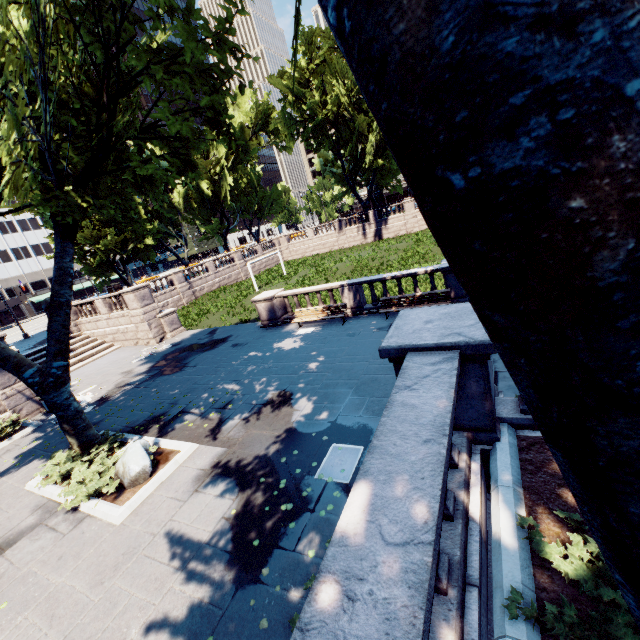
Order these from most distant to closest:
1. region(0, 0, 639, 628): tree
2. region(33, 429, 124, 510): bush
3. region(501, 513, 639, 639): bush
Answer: region(33, 429, 124, 510): bush → region(501, 513, 639, 639): bush → region(0, 0, 639, 628): tree

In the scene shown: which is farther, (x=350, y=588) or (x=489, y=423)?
(x=489, y=423)

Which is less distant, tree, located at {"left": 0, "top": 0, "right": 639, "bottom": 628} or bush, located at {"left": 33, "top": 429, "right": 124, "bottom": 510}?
tree, located at {"left": 0, "top": 0, "right": 639, "bottom": 628}

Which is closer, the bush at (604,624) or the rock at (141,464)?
the bush at (604,624)

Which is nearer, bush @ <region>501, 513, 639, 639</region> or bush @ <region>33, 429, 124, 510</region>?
bush @ <region>501, 513, 639, 639</region>

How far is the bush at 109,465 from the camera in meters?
8.0 m

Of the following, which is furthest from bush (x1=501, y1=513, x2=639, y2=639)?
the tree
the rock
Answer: the rock

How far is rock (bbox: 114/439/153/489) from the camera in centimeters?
809cm
